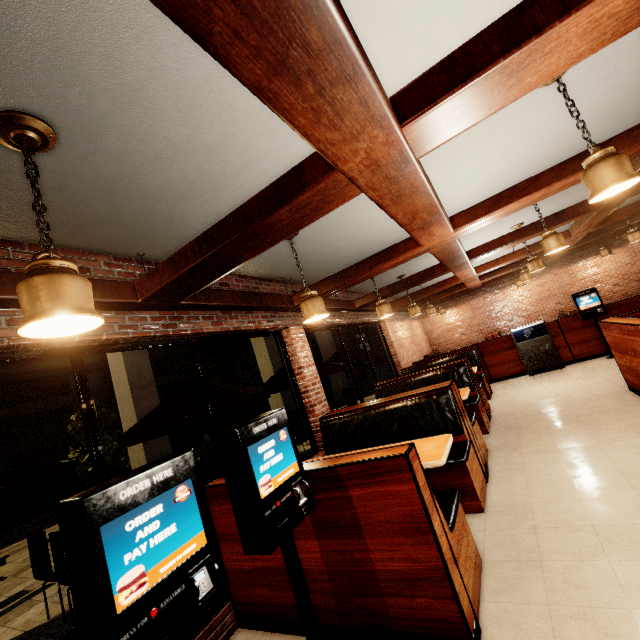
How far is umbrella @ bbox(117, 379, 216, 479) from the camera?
3.96m

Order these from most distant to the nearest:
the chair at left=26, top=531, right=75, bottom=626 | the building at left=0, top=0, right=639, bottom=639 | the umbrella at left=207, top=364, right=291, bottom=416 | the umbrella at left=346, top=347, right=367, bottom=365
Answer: the umbrella at left=346, top=347, right=367, bottom=365 → the umbrella at left=207, top=364, right=291, bottom=416 → the chair at left=26, top=531, right=75, bottom=626 → the building at left=0, top=0, right=639, bottom=639

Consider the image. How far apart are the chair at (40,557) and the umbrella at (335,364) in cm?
374

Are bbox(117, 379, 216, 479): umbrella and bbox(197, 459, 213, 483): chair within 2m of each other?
yes

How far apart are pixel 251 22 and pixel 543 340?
9.29m

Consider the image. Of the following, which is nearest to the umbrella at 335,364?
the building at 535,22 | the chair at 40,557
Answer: the building at 535,22

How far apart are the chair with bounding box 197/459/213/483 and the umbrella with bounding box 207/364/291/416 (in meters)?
0.76

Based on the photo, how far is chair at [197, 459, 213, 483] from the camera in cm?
524
